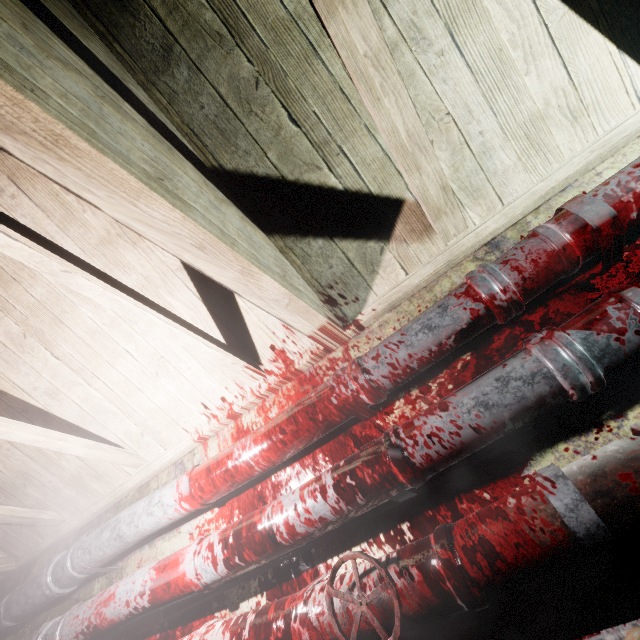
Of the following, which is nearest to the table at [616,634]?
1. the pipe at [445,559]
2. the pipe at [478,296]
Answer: the pipe at [445,559]

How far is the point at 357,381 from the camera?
1.28m

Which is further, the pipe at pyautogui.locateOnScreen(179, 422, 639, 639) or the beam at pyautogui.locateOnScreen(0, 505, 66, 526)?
the beam at pyautogui.locateOnScreen(0, 505, 66, 526)

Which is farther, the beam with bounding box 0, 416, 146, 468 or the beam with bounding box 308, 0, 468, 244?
the beam with bounding box 0, 416, 146, 468

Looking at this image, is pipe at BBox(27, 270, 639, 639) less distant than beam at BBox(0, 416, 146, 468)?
Yes

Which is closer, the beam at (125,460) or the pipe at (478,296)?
the pipe at (478,296)

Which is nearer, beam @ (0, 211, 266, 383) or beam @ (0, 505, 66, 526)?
beam @ (0, 211, 266, 383)

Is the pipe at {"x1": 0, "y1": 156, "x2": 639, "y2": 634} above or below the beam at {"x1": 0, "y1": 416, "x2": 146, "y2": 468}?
below
